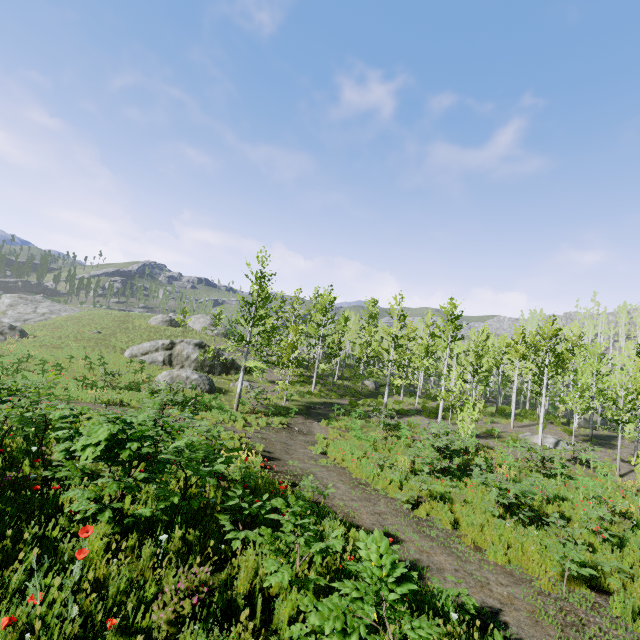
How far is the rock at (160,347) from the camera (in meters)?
23.77

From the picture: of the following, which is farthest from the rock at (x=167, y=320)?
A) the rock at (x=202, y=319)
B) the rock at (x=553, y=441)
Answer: the rock at (x=553, y=441)

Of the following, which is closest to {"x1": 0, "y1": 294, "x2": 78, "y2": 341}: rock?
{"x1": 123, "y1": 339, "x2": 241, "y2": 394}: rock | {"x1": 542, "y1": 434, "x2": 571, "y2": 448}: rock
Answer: {"x1": 542, "y1": 434, "x2": 571, "y2": 448}: rock

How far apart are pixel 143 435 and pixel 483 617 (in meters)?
6.41

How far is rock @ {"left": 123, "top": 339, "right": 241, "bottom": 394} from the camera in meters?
23.8 m

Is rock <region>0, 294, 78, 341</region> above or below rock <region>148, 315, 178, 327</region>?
below

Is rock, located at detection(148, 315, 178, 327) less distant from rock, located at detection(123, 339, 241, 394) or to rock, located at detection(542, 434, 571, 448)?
rock, located at detection(123, 339, 241, 394)

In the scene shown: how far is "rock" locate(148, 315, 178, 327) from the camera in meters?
46.0
